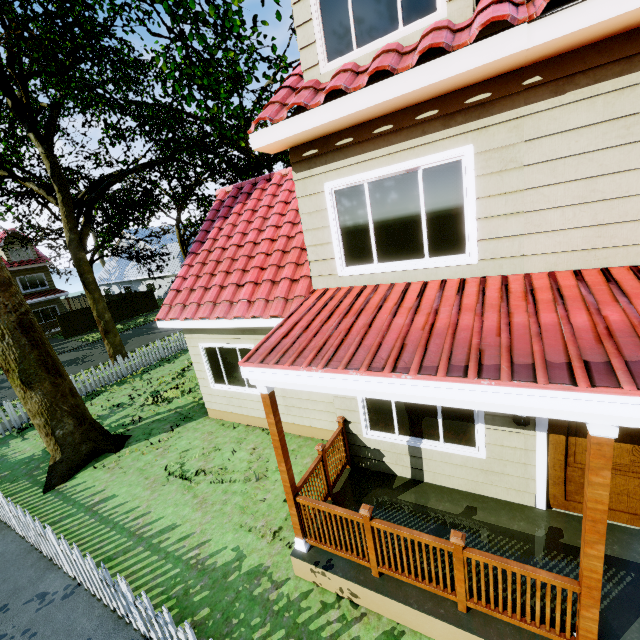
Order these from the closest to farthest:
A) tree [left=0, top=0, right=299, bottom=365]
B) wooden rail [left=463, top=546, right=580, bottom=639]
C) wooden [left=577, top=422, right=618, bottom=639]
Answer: wooden [left=577, top=422, right=618, bottom=639] < wooden rail [left=463, top=546, right=580, bottom=639] < tree [left=0, top=0, right=299, bottom=365]

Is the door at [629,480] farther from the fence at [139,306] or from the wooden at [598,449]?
the fence at [139,306]

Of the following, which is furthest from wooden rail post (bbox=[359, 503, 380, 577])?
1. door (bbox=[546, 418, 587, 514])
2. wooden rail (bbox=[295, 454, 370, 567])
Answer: door (bbox=[546, 418, 587, 514])

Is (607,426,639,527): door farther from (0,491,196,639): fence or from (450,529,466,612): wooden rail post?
(0,491,196,639): fence

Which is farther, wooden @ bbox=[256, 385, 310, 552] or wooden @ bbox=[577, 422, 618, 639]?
wooden @ bbox=[256, 385, 310, 552]

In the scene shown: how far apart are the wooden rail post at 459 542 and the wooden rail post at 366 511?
0.9 meters

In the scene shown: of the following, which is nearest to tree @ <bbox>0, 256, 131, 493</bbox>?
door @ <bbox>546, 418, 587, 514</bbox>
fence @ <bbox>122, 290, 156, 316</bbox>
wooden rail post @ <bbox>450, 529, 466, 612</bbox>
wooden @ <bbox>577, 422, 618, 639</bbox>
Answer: fence @ <bbox>122, 290, 156, 316</bbox>

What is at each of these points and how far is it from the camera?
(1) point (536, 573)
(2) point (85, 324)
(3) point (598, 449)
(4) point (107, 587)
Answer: (1) wooden rail, 3.1m
(2) fence, 27.7m
(3) wooden, 2.5m
(4) fence, 4.6m
